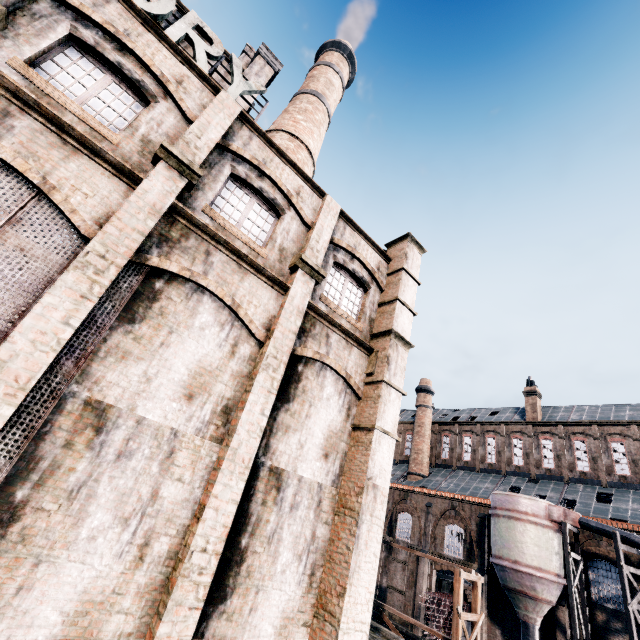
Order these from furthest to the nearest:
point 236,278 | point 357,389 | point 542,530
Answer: point 542,530 → point 357,389 → point 236,278

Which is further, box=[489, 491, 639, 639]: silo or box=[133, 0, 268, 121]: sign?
box=[489, 491, 639, 639]: silo

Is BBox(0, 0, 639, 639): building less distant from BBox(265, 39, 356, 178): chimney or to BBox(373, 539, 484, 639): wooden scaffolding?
BBox(265, 39, 356, 178): chimney

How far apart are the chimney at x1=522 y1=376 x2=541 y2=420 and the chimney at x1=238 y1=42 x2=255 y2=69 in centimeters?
4347cm

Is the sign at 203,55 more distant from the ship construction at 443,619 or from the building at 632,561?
the ship construction at 443,619

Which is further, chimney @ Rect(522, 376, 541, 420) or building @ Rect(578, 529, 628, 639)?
chimney @ Rect(522, 376, 541, 420)

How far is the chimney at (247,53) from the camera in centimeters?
2098cm

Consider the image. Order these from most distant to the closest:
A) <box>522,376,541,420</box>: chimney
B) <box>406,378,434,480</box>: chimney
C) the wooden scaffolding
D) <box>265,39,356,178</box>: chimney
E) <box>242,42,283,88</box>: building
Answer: <box>406,378,434,480</box>: chimney
<box>522,376,541,420</box>: chimney
<box>265,39,356,178</box>: chimney
the wooden scaffolding
<box>242,42,283,88</box>: building
